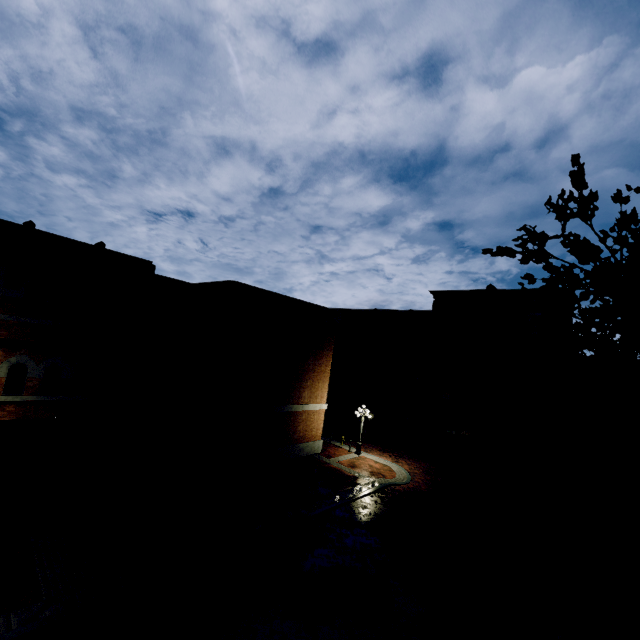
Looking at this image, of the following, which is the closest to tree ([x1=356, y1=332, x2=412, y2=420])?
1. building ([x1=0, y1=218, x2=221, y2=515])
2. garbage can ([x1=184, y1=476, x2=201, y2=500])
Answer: building ([x1=0, y1=218, x2=221, y2=515])

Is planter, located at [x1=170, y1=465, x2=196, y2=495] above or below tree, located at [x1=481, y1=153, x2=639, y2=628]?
below

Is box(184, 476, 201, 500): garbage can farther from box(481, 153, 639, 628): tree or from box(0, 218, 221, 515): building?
box(481, 153, 639, 628): tree

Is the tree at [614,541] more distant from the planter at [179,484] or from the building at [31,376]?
the planter at [179,484]

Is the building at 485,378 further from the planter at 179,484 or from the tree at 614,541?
the planter at 179,484

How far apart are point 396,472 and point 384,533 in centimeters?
810cm

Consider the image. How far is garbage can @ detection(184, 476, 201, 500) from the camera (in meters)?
14.03
